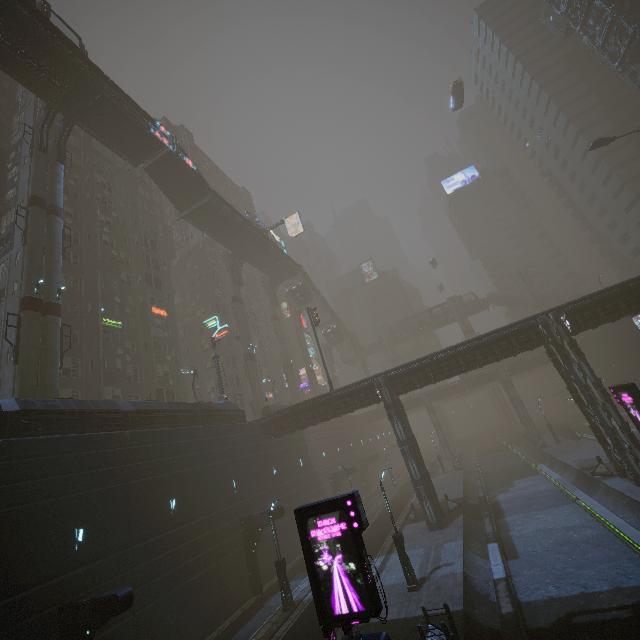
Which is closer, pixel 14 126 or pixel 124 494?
pixel 124 494

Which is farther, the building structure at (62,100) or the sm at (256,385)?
the sm at (256,385)

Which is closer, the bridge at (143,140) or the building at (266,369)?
the bridge at (143,140)

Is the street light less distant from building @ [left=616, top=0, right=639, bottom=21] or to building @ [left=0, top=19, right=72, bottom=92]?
building @ [left=616, top=0, right=639, bottom=21]

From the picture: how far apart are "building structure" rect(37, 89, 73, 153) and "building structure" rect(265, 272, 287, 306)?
34.38m

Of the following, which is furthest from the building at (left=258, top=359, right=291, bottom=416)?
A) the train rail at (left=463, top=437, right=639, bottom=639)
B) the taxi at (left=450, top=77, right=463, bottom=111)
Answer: the taxi at (left=450, top=77, right=463, bottom=111)

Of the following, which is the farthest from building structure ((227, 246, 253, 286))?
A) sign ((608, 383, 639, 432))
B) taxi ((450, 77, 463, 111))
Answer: sign ((608, 383, 639, 432))

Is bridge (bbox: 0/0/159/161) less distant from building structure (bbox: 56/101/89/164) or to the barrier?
building structure (bbox: 56/101/89/164)
